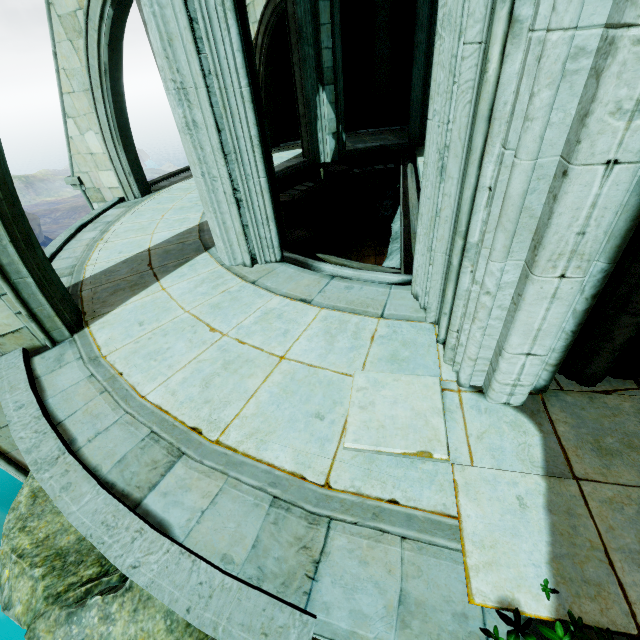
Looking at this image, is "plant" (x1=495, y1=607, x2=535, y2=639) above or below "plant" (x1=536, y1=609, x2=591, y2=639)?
above

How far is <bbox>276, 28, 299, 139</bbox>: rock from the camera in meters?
11.4 m

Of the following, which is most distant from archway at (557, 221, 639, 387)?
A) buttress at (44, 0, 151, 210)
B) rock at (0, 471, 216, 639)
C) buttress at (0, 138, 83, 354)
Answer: buttress at (44, 0, 151, 210)

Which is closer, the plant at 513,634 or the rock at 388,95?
the plant at 513,634

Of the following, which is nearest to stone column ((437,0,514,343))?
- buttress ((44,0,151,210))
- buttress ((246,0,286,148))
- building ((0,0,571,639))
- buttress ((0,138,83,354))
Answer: building ((0,0,571,639))

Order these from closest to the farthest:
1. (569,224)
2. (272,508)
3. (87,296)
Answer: (569,224), (272,508), (87,296)

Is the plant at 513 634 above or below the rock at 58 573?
above
